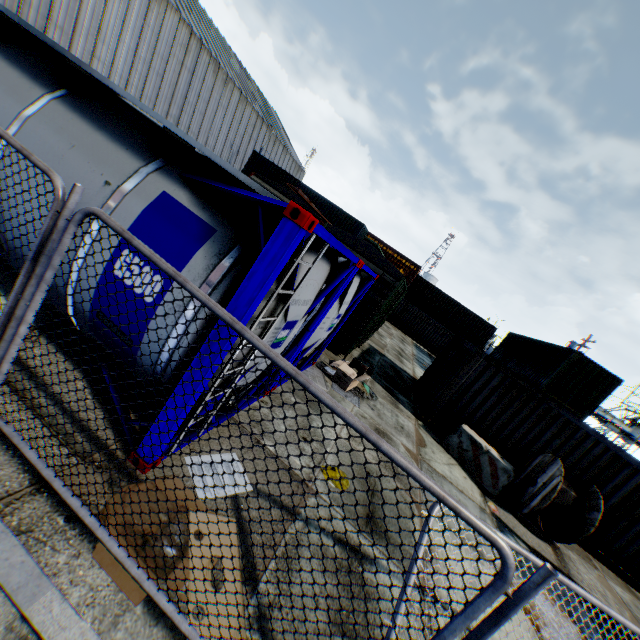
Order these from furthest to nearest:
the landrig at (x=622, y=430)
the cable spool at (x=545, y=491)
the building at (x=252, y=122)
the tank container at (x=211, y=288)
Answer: the landrig at (x=622, y=430)
the building at (x=252, y=122)
the cable spool at (x=545, y=491)
the tank container at (x=211, y=288)

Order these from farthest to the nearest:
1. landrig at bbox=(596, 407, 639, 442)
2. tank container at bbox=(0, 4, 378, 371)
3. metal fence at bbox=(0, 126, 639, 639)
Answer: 1. landrig at bbox=(596, 407, 639, 442)
2. tank container at bbox=(0, 4, 378, 371)
3. metal fence at bbox=(0, 126, 639, 639)

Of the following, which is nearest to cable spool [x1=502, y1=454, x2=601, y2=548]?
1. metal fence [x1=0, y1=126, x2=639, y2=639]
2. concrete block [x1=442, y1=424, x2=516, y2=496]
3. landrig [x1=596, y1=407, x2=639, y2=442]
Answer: concrete block [x1=442, y1=424, x2=516, y2=496]

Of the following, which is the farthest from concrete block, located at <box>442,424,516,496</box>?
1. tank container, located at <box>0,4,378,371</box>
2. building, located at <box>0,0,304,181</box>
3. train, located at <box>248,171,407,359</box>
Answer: building, located at <box>0,0,304,181</box>

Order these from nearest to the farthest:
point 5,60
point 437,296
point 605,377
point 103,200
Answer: point 103,200, point 5,60, point 605,377, point 437,296

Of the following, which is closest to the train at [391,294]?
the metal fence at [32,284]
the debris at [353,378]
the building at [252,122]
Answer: the debris at [353,378]

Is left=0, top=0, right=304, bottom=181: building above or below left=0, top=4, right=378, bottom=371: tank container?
above

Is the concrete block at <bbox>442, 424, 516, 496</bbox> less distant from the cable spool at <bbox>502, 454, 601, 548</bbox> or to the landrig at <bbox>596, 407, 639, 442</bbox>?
the cable spool at <bbox>502, 454, 601, 548</bbox>
